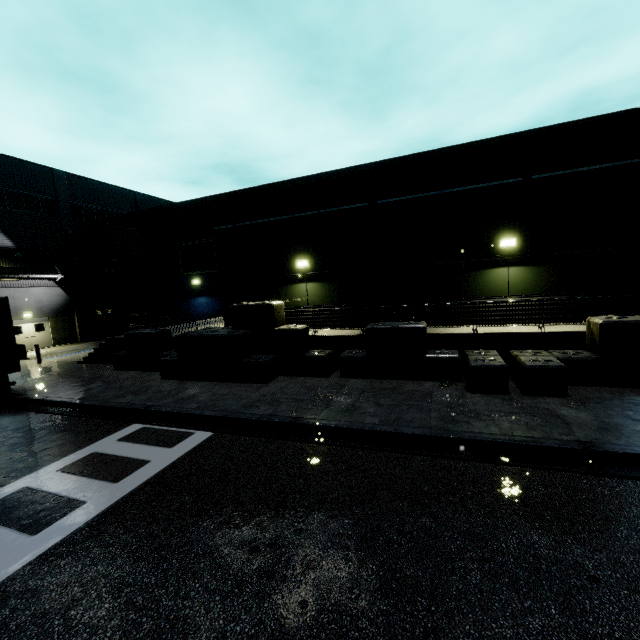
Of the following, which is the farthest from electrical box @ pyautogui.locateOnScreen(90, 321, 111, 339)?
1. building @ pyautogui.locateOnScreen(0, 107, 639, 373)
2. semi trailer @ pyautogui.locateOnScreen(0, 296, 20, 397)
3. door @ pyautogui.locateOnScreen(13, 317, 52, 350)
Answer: semi trailer @ pyautogui.locateOnScreen(0, 296, 20, 397)

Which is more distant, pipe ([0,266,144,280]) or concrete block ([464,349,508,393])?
pipe ([0,266,144,280])

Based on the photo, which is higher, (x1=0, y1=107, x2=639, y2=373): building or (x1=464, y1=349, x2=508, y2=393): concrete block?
(x1=0, y1=107, x2=639, y2=373): building

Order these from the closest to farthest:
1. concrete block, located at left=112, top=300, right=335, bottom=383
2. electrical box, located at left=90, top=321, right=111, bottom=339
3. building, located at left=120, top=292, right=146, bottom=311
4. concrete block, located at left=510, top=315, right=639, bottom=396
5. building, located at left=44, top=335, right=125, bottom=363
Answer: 1. concrete block, located at left=510, top=315, right=639, bottom=396
2. concrete block, located at left=112, top=300, right=335, bottom=383
3. building, located at left=44, top=335, right=125, bottom=363
4. electrical box, located at left=90, top=321, right=111, bottom=339
5. building, located at left=120, top=292, right=146, bottom=311

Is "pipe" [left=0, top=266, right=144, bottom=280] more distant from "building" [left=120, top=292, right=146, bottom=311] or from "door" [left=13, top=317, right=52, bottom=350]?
"door" [left=13, top=317, right=52, bottom=350]

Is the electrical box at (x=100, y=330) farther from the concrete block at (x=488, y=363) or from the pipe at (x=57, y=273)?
the concrete block at (x=488, y=363)

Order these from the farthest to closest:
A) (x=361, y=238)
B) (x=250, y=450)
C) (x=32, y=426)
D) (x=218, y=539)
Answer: (x=361, y=238)
(x=32, y=426)
(x=250, y=450)
(x=218, y=539)

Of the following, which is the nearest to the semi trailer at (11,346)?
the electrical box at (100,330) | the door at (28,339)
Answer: the door at (28,339)
